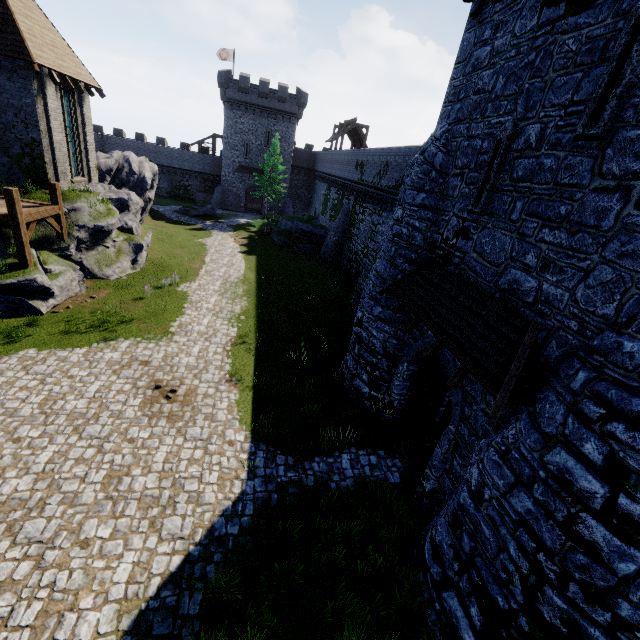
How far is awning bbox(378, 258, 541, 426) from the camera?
6.0m

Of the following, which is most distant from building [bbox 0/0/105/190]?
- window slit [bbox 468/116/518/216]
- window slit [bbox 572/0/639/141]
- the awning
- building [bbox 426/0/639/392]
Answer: window slit [bbox 572/0/639/141]

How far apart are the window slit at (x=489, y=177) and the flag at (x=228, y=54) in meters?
51.9

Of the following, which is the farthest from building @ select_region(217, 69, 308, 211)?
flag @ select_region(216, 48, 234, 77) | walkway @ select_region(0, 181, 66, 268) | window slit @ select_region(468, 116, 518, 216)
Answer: window slit @ select_region(468, 116, 518, 216)

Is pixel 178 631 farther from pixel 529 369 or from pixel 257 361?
pixel 257 361

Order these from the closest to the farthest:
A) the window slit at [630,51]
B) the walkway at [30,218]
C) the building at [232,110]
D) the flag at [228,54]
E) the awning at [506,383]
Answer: the window slit at [630,51]
the awning at [506,383]
the walkway at [30,218]
the building at [232,110]
the flag at [228,54]

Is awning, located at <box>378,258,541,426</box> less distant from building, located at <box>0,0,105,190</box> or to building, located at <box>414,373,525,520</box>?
building, located at <box>414,373,525,520</box>

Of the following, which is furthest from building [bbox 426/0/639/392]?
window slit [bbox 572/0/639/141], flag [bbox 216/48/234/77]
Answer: flag [bbox 216/48/234/77]
